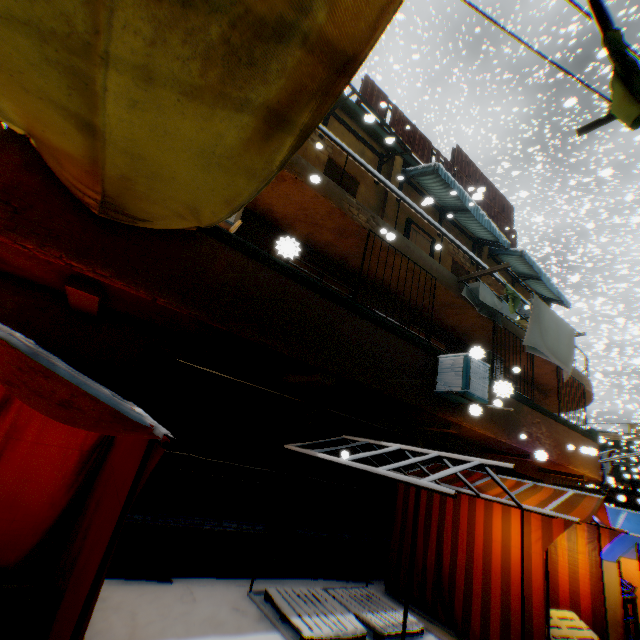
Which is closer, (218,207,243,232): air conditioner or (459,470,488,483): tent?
(218,207,243,232): air conditioner

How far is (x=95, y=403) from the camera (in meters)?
2.05

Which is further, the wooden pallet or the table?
the table

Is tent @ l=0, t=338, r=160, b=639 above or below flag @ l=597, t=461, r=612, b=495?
below

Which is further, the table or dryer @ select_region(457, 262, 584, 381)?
dryer @ select_region(457, 262, 584, 381)

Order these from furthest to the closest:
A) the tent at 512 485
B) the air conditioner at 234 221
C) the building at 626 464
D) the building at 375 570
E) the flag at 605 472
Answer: the building at 626 464 < the flag at 605 472 < the building at 375 570 < the tent at 512 485 < the air conditioner at 234 221

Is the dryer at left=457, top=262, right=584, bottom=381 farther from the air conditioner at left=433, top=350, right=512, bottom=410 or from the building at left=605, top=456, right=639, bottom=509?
the air conditioner at left=433, top=350, right=512, bottom=410

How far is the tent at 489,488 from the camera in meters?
5.7 m
